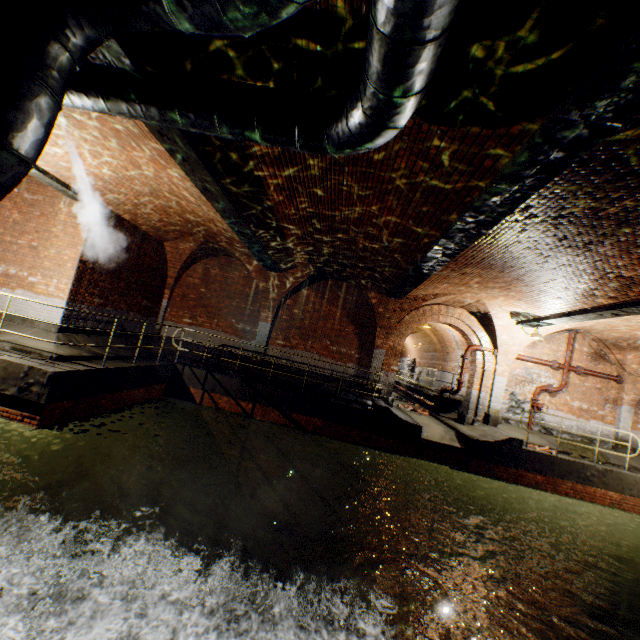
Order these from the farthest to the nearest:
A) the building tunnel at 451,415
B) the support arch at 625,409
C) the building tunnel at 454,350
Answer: the building tunnel at 454,350, the building tunnel at 451,415, the support arch at 625,409

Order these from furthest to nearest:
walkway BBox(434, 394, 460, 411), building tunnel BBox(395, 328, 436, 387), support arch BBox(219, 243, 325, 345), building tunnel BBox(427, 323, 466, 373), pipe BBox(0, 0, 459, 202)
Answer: building tunnel BBox(395, 328, 436, 387) < building tunnel BBox(427, 323, 466, 373) < walkway BBox(434, 394, 460, 411) < support arch BBox(219, 243, 325, 345) < pipe BBox(0, 0, 459, 202)

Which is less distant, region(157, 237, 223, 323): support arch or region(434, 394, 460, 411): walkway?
region(157, 237, 223, 323): support arch

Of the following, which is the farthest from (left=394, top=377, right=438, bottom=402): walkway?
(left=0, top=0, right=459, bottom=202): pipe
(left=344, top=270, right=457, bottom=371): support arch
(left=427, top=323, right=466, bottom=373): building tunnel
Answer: (left=0, top=0, right=459, bottom=202): pipe

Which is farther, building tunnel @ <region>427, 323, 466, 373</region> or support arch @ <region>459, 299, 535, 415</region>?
building tunnel @ <region>427, 323, 466, 373</region>

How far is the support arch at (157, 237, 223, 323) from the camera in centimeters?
1281cm

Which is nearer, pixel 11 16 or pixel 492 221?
pixel 11 16

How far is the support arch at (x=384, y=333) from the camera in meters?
12.3 m
